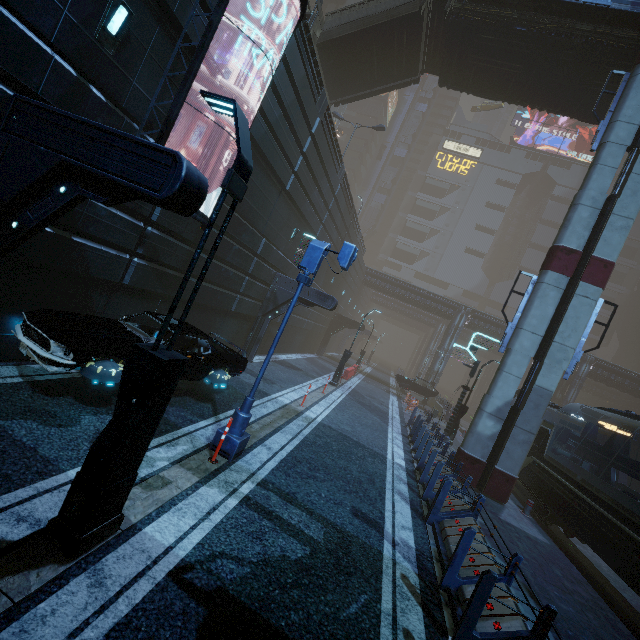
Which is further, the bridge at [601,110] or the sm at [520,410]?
the bridge at [601,110]

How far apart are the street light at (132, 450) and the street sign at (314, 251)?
2.8m

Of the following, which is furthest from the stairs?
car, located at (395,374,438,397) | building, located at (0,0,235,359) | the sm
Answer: car, located at (395,374,438,397)

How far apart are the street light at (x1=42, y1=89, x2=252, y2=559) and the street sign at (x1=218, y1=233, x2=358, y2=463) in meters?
2.8 m

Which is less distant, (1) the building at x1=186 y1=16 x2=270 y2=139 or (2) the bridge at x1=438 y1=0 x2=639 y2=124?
Answer: (1) the building at x1=186 y1=16 x2=270 y2=139

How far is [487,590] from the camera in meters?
4.7

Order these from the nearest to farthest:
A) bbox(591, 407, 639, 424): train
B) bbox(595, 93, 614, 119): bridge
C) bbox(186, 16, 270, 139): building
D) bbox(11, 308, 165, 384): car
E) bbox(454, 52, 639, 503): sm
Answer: bbox(11, 308, 165, 384): car
bbox(186, 16, 270, 139): building
bbox(591, 407, 639, 424): train
bbox(454, 52, 639, 503): sm
bbox(595, 93, 614, 119): bridge
